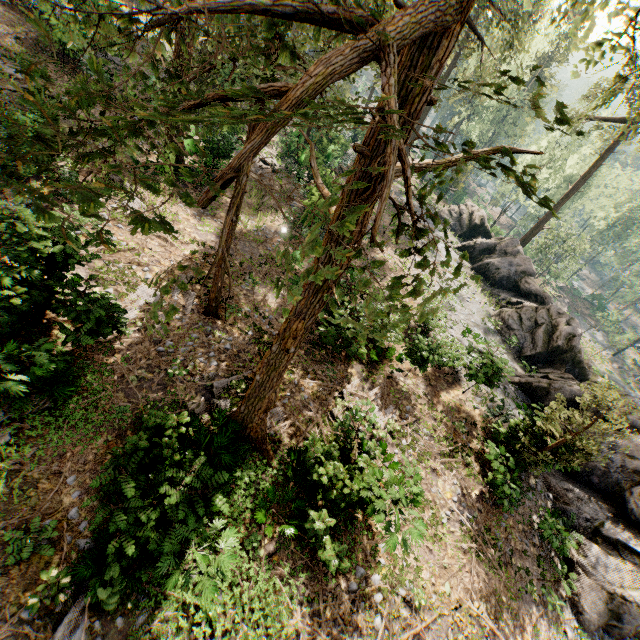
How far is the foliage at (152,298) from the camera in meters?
3.3

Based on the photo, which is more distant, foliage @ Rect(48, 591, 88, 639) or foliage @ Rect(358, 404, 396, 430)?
foliage @ Rect(358, 404, 396, 430)

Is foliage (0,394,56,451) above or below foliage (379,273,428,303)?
below

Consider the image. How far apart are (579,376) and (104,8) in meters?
39.4

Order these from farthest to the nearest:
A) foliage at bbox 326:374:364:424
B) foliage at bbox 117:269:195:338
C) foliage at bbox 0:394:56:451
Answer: foliage at bbox 326:374:364:424 < foliage at bbox 0:394:56:451 < foliage at bbox 117:269:195:338

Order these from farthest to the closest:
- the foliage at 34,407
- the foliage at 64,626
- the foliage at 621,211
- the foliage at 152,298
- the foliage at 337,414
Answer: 1. the foliage at 621,211
2. the foliage at 337,414
3. the foliage at 34,407
4. the foliage at 64,626
5. the foliage at 152,298

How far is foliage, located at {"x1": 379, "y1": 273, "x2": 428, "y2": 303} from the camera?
2.5m
